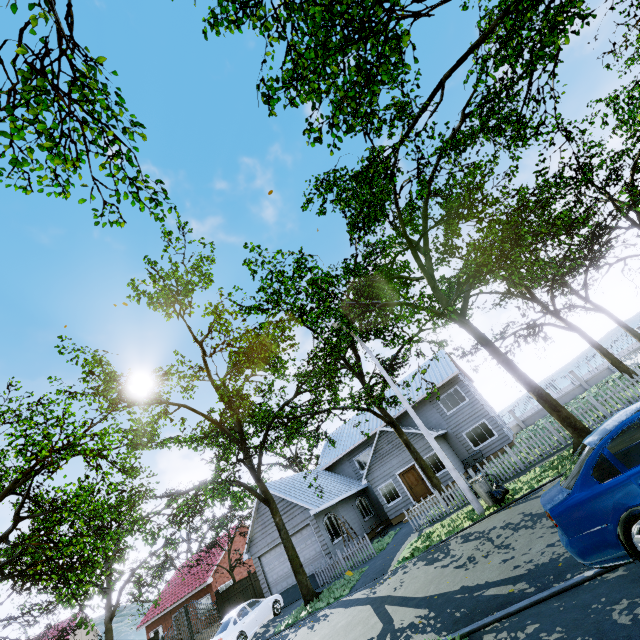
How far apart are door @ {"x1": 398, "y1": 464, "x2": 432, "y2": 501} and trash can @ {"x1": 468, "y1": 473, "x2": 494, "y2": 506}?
11.1m

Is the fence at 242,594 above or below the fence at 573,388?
above

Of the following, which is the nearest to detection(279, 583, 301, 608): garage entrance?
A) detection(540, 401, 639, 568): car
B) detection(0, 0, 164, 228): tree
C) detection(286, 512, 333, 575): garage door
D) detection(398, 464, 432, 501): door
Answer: detection(286, 512, 333, 575): garage door

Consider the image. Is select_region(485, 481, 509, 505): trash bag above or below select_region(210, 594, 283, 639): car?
below

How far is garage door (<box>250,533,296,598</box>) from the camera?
20.6 meters

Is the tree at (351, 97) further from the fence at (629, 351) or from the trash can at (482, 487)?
the trash can at (482, 487)

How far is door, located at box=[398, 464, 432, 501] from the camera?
22.1m

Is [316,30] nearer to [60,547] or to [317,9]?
[317,9]
